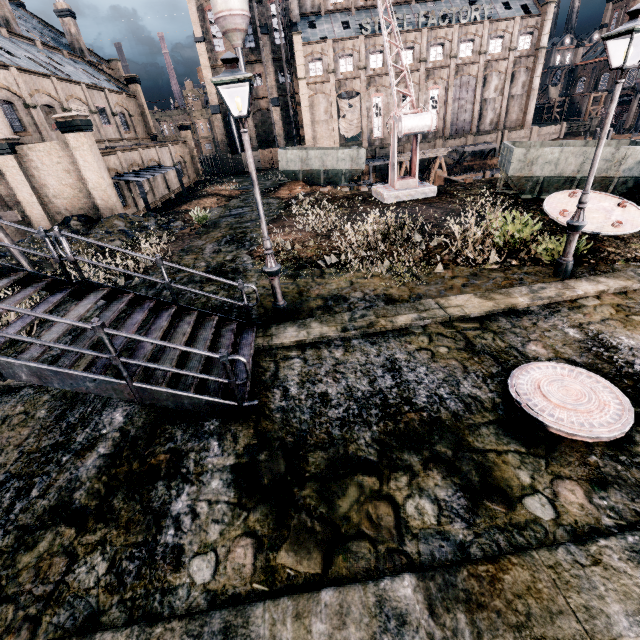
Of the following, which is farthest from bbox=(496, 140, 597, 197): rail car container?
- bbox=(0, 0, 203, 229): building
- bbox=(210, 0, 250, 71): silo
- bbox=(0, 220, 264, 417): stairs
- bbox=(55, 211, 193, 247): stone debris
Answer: bbox=(210, 0, 250, 71): silo

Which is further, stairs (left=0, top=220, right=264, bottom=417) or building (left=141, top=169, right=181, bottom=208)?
building (left=141, top=169, right=181, bottom=208)

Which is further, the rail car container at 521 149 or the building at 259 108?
the building at 259 108

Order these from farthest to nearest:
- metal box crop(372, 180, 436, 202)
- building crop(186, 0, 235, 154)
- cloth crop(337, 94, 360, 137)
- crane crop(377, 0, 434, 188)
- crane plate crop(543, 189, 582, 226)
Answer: cloth crop(337, 94, 360, 137), building crop(186, 0, 235, 154), metal box crop(372, 180, 436, 202), crane crop(377, 0, 434, 188), crane plate crop(543, 189, 582, 226)

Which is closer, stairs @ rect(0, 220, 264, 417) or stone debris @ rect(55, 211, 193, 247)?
stairs @ rect(0, 220, 264, 417)

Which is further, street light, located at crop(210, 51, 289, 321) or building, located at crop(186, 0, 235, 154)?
building, located at crop(186, 0, 235, 154)

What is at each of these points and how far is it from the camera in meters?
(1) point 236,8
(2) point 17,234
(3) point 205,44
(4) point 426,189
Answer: (1) silo, 41.5 m
(2) building, 21.8 m
(3) building, 46.7 m
(4) metal box, 18.8 m

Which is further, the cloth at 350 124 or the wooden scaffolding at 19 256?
the cloth at 350 124
